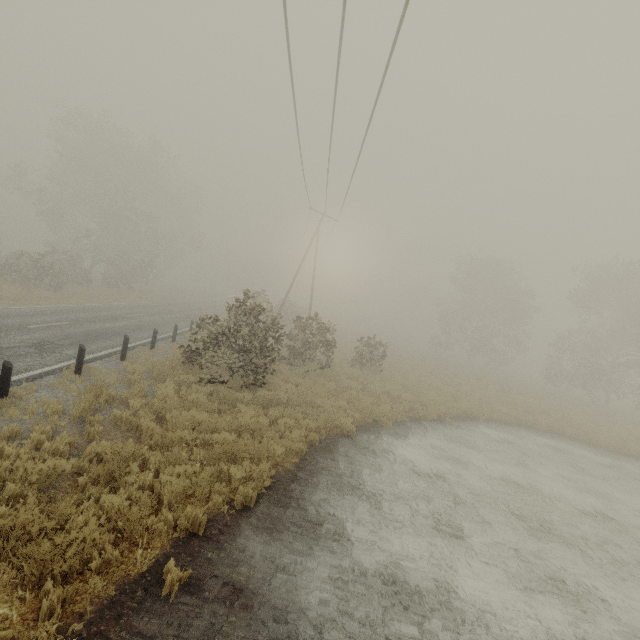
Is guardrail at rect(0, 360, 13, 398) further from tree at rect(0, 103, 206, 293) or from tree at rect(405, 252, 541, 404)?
tree at rect(405, 252, 541, 404)

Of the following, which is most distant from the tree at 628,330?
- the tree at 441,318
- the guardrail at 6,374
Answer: the guardrail at 6,374

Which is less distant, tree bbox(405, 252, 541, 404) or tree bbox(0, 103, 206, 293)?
tree bbox(0, 103, 206, 293)

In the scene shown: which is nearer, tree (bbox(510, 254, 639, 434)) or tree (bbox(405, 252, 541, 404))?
tree (bbox(510, 254, 639, 434))

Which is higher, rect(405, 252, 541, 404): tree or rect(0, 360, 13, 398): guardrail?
rect(405, 252, 541, 404): tree

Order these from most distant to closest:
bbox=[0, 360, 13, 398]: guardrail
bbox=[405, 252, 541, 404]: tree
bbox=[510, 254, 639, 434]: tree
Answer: bbox=[405, 252, 541, 404]: tree → bbox=[510, 254, 639, 434]: tree → bbox=[0, 360, 13, 398]: guardrail

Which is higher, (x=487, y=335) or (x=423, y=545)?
(x=487, y=335)

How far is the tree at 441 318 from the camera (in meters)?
30.38
